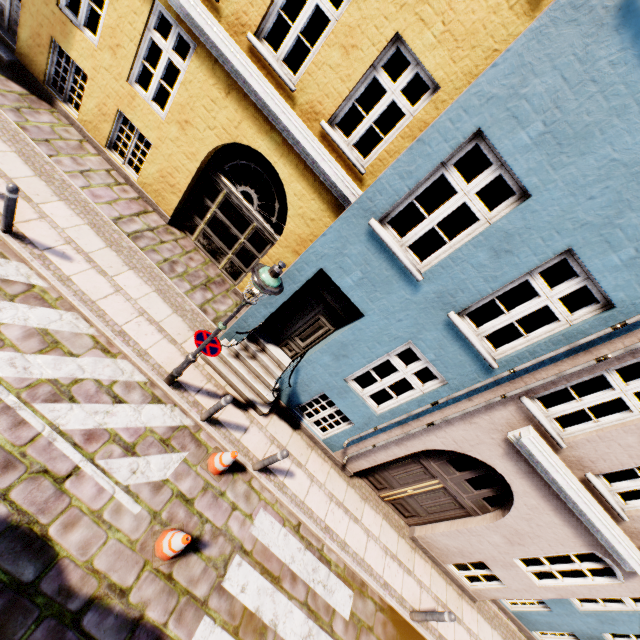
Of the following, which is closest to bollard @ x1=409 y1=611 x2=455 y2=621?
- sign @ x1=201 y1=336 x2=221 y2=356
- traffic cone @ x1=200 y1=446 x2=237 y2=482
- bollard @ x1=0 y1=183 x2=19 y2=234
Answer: traffic cone @ x1=200 y1=446 x2=237 y2=482

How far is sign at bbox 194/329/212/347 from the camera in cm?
534

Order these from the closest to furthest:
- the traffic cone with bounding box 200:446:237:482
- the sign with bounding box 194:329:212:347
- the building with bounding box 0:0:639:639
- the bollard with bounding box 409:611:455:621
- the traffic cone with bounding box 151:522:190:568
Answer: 1. the building with bounding box 0:0:639:639
2. the traffic cone with bounding box 151:522:190:568
3. the sign with bounding box 194:329:212:347
4. the traffic cone with bounding box 200:446:237:482
5. the bollard with bounding box 409:611:455:621

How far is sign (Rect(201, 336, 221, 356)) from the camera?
5.36m

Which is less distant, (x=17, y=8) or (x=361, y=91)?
(x=361, y=91)

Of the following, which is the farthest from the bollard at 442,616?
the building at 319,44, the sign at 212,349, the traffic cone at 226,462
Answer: the sign at 212,349

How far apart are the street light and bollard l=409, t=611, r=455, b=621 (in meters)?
7.45

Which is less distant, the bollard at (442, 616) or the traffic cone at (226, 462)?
the traffic cone at (226, 462)
